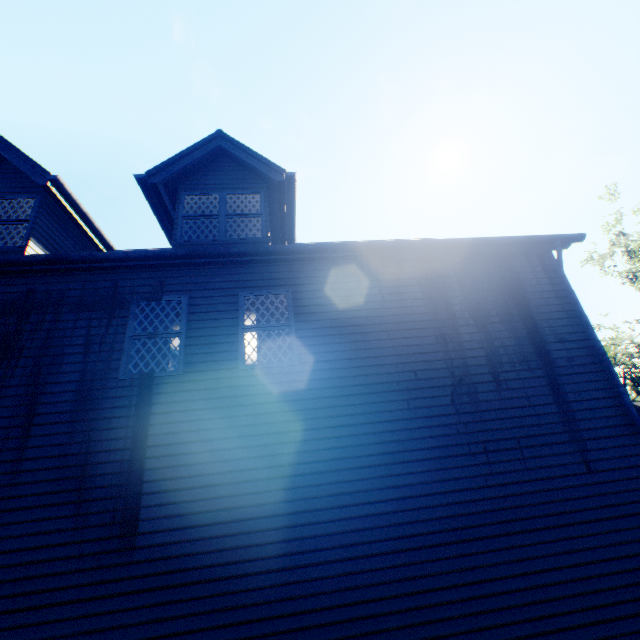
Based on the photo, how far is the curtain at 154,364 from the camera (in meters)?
5.95

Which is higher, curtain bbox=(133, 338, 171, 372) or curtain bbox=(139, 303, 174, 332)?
curtain bbox=(139, 303, 174, 332)

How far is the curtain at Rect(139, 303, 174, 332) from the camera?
6.3 meters

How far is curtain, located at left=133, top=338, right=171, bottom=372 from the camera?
5.9 meters

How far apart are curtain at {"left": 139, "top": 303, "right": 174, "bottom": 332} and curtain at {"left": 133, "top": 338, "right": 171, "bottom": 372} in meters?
0.1

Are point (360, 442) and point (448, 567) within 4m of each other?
yes

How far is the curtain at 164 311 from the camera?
6.3m
